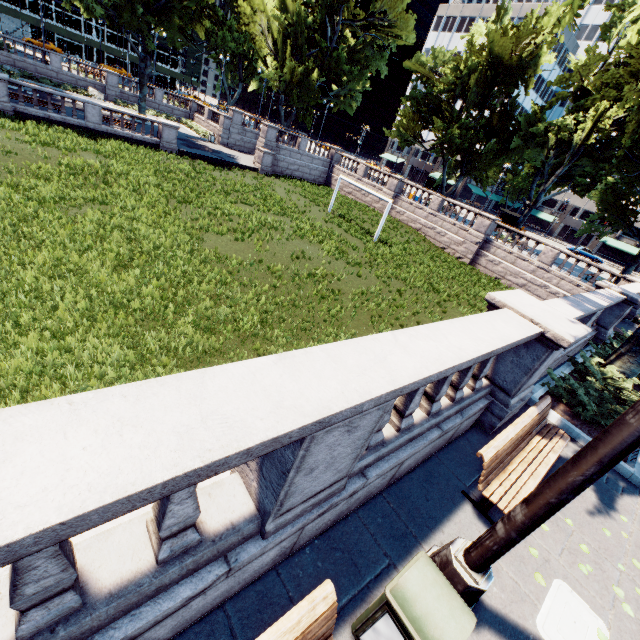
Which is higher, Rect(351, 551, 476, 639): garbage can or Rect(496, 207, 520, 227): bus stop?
Rect(496, 207, 520, 227): bus stop

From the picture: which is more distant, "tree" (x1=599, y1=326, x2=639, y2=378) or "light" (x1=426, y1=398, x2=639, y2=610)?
"tree" (x1=599, y1=326, x2=639, y2=378)

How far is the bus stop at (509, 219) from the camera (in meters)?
41.47

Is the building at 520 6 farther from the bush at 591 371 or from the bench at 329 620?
the bench at 329 620

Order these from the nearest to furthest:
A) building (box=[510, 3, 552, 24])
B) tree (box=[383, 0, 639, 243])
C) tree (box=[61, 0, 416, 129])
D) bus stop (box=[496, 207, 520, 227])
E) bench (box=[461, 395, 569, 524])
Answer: bench (box=[461, 395, 569, 524]) → tree (box=[383, 0, 639, 243]) → tree (box=[61, 0, 416, 129]) → bus stop (box=[496, 207, 520, 227]) → building (box=[510, 3, 552, 24])

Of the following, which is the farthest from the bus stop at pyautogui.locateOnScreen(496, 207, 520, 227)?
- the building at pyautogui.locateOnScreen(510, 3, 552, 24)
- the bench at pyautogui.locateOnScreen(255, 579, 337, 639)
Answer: the bench at pyautogui.locateOnScreen(255, 579, 337, 639)

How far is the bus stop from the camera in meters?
41.5

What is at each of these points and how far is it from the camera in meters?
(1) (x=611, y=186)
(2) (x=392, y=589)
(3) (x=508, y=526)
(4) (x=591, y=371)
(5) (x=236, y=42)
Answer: (1) tree, 24.3 m
(2) garbage can, 2.5 m
(3) light, 2.8 m
(4) bush, 8.8 m
(5) tree, 46.3 m
